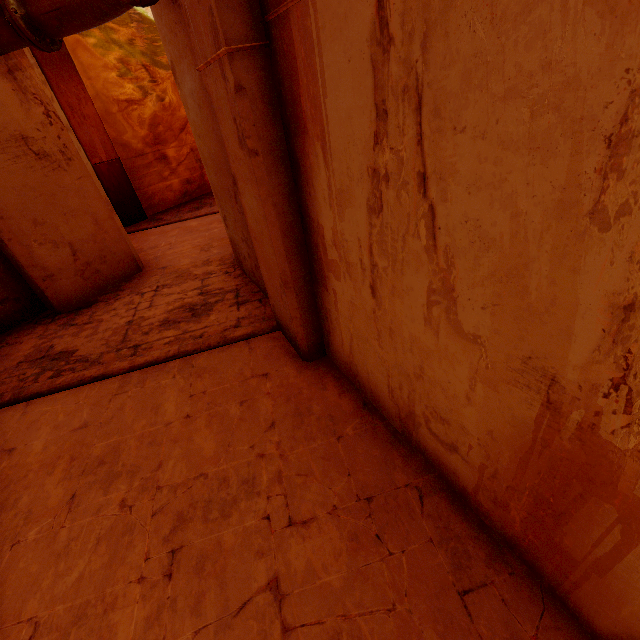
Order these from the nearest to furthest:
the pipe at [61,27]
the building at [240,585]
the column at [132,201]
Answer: the building at [240,585], the pipe at [61,27], the column at [132,201]

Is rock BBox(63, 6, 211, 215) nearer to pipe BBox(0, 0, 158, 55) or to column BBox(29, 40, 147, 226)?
column BBox(29, 40, 147, 226)

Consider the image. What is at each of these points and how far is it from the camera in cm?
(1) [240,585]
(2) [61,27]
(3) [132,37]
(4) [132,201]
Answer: (1) building, 227
(2) pipe, 406
(3) rock, 1008
(4) column, 1041

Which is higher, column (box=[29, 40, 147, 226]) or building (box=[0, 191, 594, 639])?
column (box=[29, 40, 147, 226])

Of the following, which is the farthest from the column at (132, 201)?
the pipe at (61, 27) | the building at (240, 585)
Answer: the pipe at (61, 27)

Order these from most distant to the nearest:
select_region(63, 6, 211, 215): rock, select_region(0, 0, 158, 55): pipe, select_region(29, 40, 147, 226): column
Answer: select_region(63, 6, 211, 215): rock < select_region(29, 40, 147, 226): column < select_region(0, 0, 158, 55): pipe
